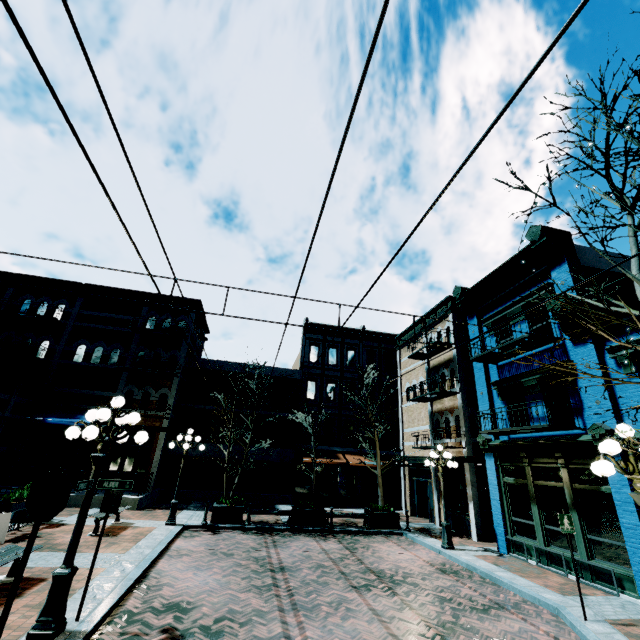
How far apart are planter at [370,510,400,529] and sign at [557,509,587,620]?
9.0 meters

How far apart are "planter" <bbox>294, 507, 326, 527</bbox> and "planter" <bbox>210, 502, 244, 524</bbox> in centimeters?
240cm

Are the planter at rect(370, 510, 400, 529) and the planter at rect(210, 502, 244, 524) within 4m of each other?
no

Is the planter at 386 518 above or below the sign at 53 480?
below

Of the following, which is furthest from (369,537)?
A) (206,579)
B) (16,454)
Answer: (16,454)

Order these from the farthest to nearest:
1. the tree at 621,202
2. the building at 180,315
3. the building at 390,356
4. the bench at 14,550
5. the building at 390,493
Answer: the building at 390,356
the building at 180,315
the building at 390,493
the bench at 14,550
the tree at 621,202

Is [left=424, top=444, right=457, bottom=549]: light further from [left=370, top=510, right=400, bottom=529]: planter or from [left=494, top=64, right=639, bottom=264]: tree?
[left=494, top=64, right=639, bottom=264]: tree

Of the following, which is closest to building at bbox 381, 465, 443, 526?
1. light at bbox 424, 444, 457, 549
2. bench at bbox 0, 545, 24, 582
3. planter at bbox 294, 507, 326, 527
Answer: light at bbox 424, 444, 457, 549
